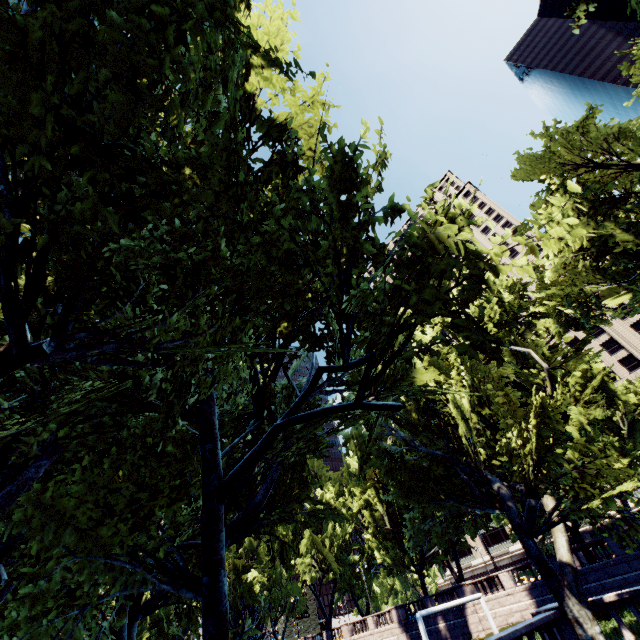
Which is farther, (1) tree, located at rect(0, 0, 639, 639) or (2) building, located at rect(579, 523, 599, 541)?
(2) building, located at rect(579, 523, 599, 541)

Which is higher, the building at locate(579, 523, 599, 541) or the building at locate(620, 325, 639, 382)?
the building at locate(620, 325, 639, 382)

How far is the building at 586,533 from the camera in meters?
57.3

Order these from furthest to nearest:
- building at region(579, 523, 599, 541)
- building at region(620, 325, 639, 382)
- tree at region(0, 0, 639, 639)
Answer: building at region(620, 325, 639, 382) → building at region(579, 523, 599, 541) → tree at region(0, 0, 639, 639)

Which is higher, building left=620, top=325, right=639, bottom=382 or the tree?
building left=620, top=325, right=639, bottom=382

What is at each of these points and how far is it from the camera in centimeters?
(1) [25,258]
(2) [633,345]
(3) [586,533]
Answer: (1) tree, 471cm
(2) building, 5941cm
(3) building, 5819cm

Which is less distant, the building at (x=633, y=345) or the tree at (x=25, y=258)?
the tree at (x=25, y=258)
